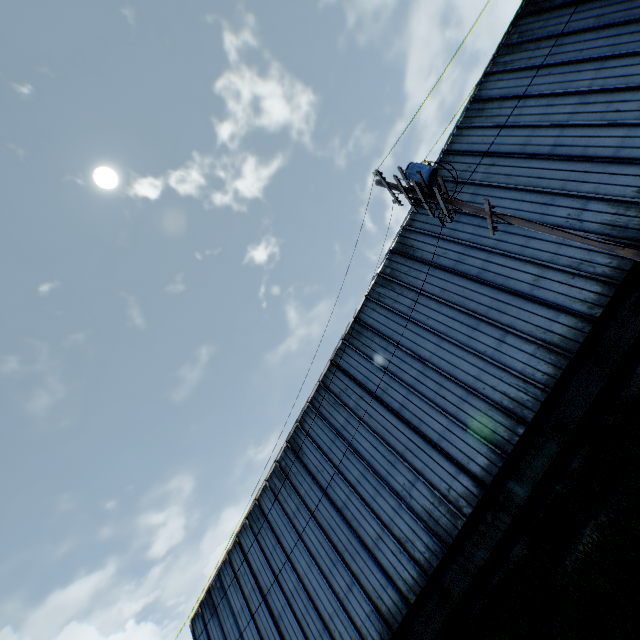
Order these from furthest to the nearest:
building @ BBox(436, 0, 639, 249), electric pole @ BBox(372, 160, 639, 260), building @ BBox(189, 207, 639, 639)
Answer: building @ BBox(436, 0, 639, 249) → building @ BBox(189, 207, 639, 639) → electric pole @ BBox(372, 160, 639, 260)

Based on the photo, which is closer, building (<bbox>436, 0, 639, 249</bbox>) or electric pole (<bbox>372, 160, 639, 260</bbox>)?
electric pole (<bbox>372, 160, 639, 260</bbox>)

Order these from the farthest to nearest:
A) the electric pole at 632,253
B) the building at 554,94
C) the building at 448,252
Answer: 1. the building at 554,94
2. the building at 448,252
3. the electric pole at 632,253

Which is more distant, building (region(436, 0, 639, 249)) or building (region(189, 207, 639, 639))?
building (region(436, 0, 639, 249))

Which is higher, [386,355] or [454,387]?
[386,355]

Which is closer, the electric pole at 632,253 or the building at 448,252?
the electric pole at 632,253
